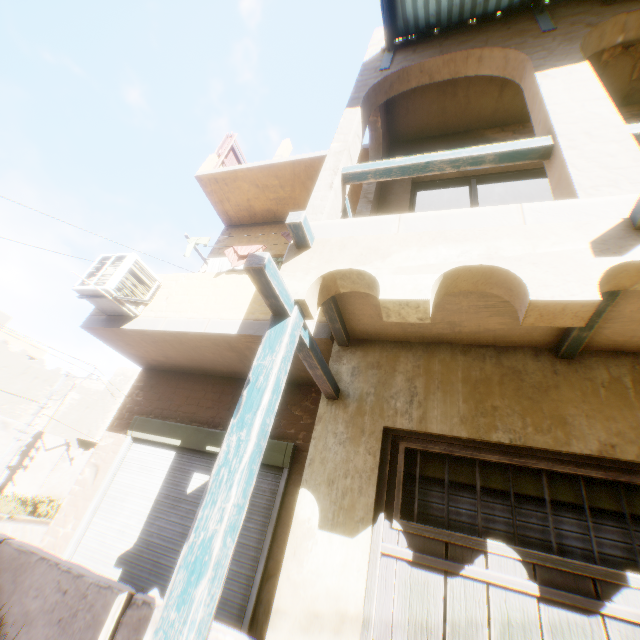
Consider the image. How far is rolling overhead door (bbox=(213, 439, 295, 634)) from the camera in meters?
4.1 m

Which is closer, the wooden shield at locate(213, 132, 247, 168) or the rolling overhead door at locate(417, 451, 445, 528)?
the rolling overhead door at locate(417, 451, 445, 528)

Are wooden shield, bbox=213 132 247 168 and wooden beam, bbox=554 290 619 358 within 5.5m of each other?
no

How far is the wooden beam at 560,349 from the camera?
2.5m

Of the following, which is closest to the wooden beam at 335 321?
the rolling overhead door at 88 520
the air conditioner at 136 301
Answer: the rolling overhead door at 88 520

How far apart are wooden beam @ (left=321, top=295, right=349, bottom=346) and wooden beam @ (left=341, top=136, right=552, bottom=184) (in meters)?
1.07

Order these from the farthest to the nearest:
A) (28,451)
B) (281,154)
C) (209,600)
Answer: (28,451) → (281,154) → (209,600)

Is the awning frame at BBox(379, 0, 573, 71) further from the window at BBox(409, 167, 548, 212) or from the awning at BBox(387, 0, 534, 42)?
the window at BBox(409, 167, 548, 212)
